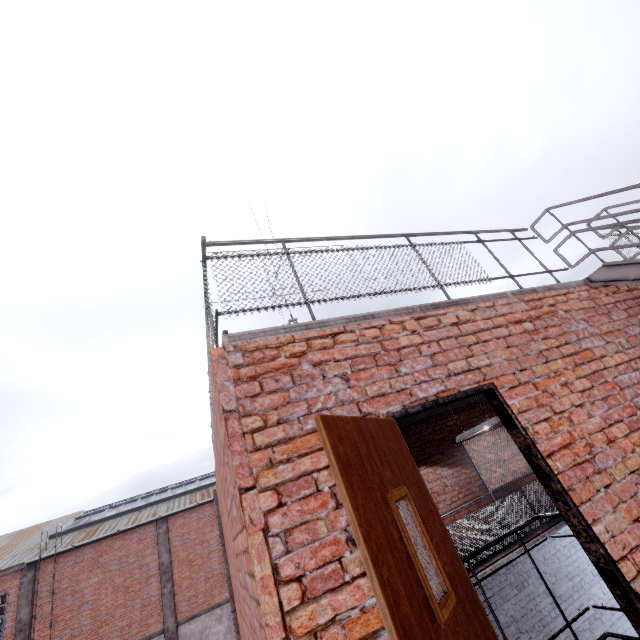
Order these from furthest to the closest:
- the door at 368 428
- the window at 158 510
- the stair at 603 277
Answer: the window at 158 510, the stair at 603 277, the door at 368 428

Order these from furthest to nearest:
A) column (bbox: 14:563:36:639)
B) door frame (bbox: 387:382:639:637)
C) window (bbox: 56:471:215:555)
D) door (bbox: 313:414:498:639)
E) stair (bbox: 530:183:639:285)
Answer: window (bbox: 56:471:215:555), column (bbox: 14:563:36:639), stair (bbox: 530:183:639:285), door frame (bbox: 387:382:639:637), door (bbox: 313:414:498:639)

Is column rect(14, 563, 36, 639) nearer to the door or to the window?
the window

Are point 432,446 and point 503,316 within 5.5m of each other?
no

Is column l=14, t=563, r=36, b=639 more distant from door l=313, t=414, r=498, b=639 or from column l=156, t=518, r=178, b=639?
door l=313, t=414, r=498, b=639

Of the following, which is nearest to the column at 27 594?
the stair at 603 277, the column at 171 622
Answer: the column at 171 622

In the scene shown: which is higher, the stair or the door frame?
the stair

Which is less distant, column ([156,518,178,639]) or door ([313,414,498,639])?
door ([313,414,498,639])
